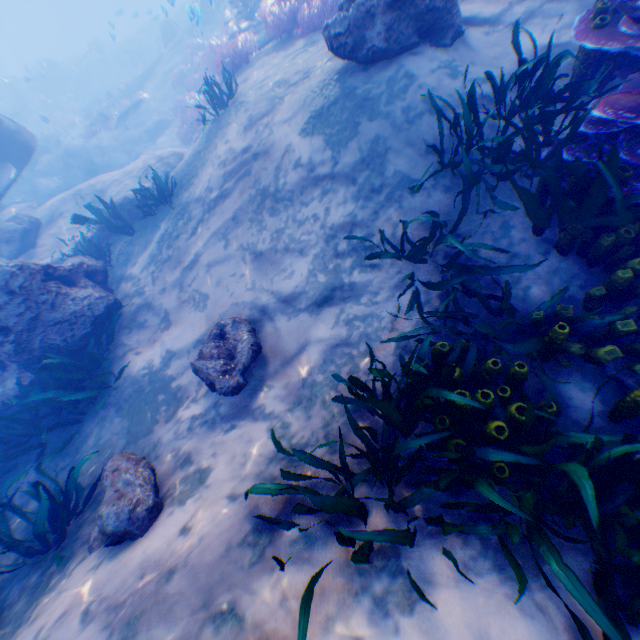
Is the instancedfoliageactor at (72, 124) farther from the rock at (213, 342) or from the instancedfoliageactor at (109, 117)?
the instancedfoliageactor at (109, 117)

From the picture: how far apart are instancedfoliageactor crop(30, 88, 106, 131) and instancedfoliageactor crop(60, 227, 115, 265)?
24.9 meters

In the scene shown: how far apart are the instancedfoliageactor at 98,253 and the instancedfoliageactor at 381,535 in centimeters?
772cm

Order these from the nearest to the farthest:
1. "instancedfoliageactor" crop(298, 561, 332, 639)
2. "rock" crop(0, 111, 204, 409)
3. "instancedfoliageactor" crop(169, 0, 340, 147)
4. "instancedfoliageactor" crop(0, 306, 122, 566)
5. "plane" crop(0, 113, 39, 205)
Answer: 1. "instancedfoliageactor" crop(298, 561, 332, 639)
2. "instancedfoliageactor" crop(0, 306, 122, 566)
3. "rock" crop(0, 111, 204, 409)
4. "instancedfoliageactor" crop(169, 0, 340, 147)
5. "plane" crop(0, 113, 39, 205)

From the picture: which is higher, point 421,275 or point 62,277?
point 62,277

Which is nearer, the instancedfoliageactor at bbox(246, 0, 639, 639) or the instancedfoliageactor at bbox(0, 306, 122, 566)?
the instancedfoliageactor at bbox(246, 0, 639, 639)

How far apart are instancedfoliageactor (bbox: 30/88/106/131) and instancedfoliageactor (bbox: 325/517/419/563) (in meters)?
34.53

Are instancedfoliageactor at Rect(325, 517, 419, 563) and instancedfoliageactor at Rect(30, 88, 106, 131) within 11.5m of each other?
no
